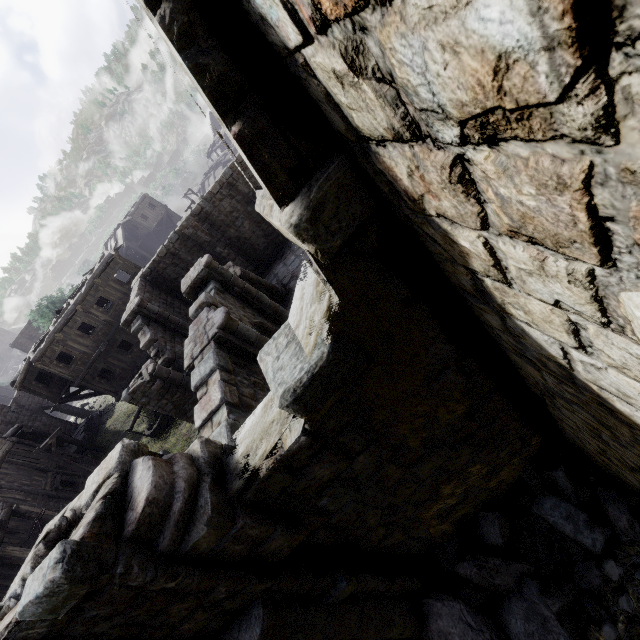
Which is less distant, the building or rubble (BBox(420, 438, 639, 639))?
the building

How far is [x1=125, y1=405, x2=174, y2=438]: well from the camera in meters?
19.6 m

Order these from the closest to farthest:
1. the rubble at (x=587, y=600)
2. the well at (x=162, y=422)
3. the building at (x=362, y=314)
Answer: the building at (x=362, y=314) → the rubble at (x=587, y=600) → the well at (x=162, y=422)

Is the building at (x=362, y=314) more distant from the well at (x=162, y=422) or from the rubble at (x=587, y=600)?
the well at (x=162, y=422)

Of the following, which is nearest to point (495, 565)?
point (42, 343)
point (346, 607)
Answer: point (346, 607)

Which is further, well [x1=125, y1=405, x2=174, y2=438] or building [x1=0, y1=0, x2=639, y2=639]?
well [x1=125, y1=405, x2=174, y2=438]

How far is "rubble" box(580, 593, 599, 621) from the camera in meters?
4.4 m

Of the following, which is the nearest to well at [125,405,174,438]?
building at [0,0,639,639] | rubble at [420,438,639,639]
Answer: building at [0,0,639,639]
